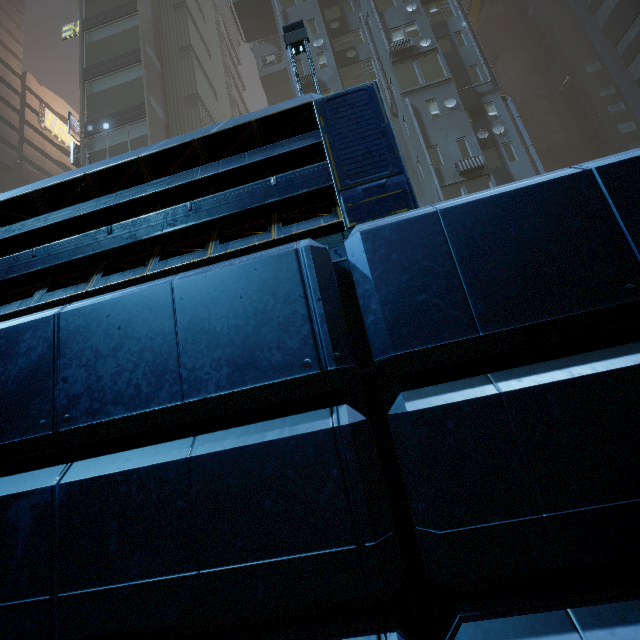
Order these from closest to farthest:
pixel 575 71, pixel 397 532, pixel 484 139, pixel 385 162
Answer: pixel 397 532, pixel 385 162, pixel 484 139, pixel 575 71

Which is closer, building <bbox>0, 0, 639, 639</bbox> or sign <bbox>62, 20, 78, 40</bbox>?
building <bbox>0, 0, 639, 639</bbox>

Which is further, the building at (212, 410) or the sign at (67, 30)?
the sign at (67, 30)

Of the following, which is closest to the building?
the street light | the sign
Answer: the sign

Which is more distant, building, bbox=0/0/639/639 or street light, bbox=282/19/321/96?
street light, bbox=282/19/321/96

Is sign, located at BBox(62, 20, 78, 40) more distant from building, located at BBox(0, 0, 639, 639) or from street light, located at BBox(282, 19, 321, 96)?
street light, located at BBox(282, 19, 321, 96)

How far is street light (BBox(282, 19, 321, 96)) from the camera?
5.88m

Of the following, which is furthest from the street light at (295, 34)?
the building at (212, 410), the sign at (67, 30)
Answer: the sign at (67, 30)
